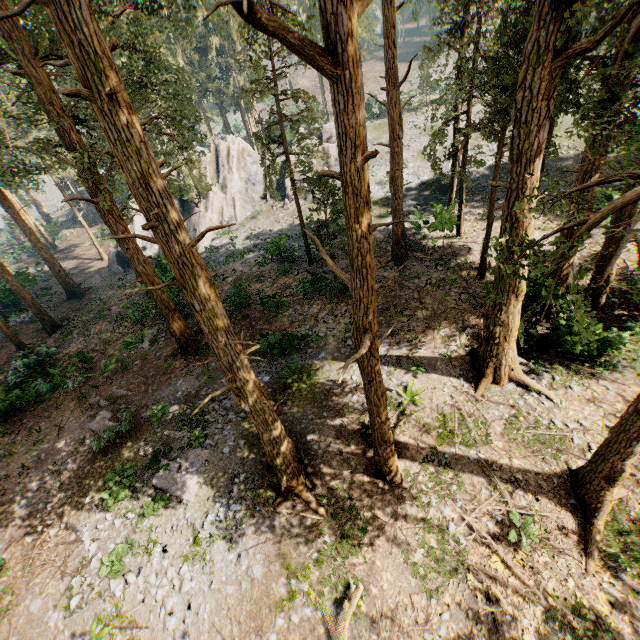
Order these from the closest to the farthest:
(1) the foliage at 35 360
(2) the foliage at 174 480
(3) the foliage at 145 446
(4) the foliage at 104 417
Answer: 1. (2) the foliage at 174 480
2. (3) the foliage at 145 446
3. (4) the foliage at 104 417
4. (1) the foliage at 35 360

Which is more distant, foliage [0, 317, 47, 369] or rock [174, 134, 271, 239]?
rock [174, 134, 271, 239]

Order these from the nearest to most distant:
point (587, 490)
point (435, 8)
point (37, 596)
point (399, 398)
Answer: point (587, 490) < point (37, 596) < point (399, 398) < point (435, 8)

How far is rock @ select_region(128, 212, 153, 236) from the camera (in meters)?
37.22

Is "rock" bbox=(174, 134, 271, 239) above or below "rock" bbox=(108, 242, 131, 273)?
above

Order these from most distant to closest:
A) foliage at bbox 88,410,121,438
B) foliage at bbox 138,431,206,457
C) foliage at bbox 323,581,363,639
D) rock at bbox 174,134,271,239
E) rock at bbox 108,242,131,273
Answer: rock at bbox 174,134,271,239 → rock at bbox 108,242,131,273 → foliage at bbox 88,410,121,438 → foliage at bbox 138,431,206,457 → foliage at bbox 323,581,363,639

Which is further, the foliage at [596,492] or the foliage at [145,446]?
the foliage at [145,446]
